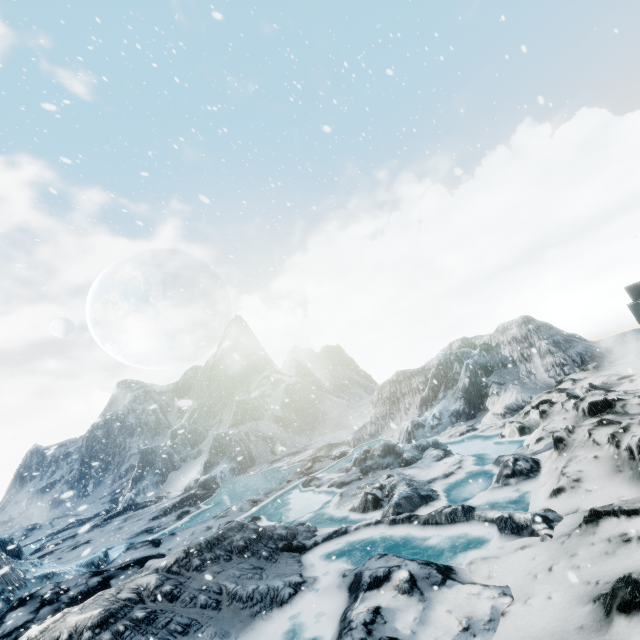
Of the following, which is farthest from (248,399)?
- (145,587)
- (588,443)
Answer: → (588,443)
